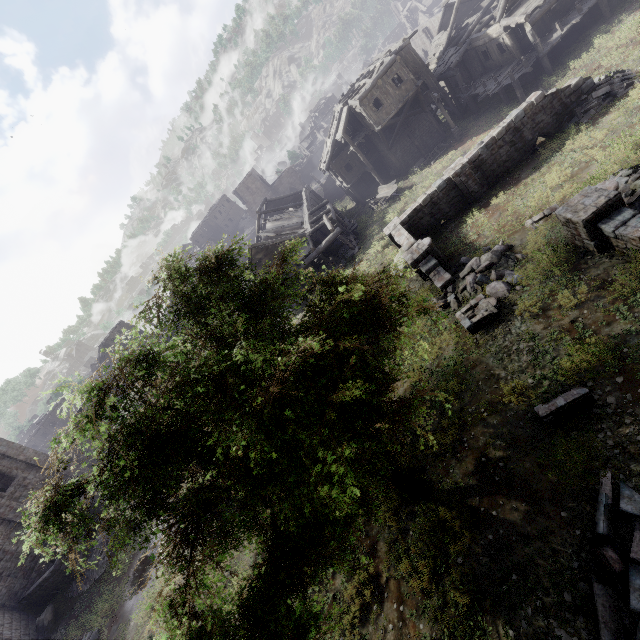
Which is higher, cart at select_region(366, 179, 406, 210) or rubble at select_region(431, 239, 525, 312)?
rubble at select_region(431, 239, 525, 312)

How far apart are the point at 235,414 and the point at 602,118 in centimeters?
2283cm

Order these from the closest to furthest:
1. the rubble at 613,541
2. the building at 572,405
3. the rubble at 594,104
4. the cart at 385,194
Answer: the rubble at 613,541
the building at 572,405
the rubble at 594,104
the cart at 385,194

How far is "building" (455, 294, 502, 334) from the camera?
12.5m

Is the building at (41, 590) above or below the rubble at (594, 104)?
above

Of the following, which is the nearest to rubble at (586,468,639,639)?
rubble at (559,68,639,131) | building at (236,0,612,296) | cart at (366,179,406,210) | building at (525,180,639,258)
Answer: building at (525,180,639,258)

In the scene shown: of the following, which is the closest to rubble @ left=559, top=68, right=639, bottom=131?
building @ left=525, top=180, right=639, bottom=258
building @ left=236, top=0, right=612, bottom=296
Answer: building @ left=236, top=0, right=612, bottom=296

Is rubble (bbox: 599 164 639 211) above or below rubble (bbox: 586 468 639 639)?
below
